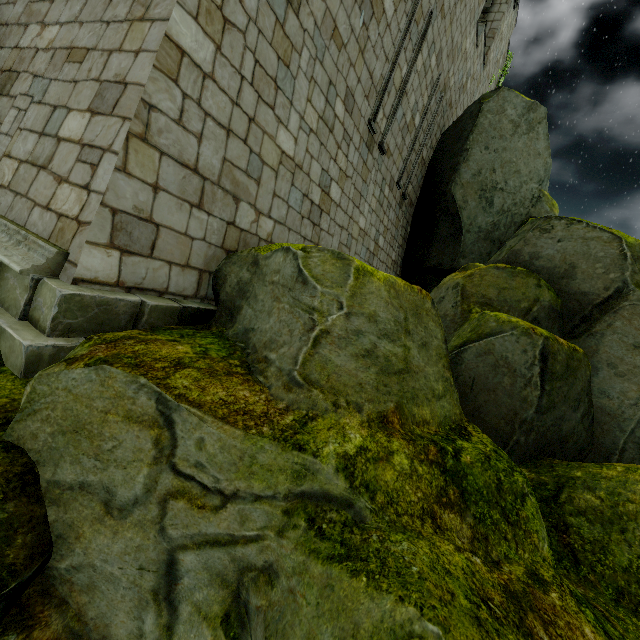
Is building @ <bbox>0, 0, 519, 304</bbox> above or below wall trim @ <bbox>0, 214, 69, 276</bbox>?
above

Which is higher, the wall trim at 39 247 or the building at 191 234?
the building at 191 234

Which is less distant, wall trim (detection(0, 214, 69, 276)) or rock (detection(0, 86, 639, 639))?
rock (detection(0, 86, 639, 639))

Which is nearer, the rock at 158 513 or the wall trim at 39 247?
the rock at 158 513

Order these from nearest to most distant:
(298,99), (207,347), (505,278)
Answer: (207,347), (505,278), (298,99)

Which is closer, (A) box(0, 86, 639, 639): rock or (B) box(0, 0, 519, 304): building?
(A) box(0, 86, 639, 639): rock
